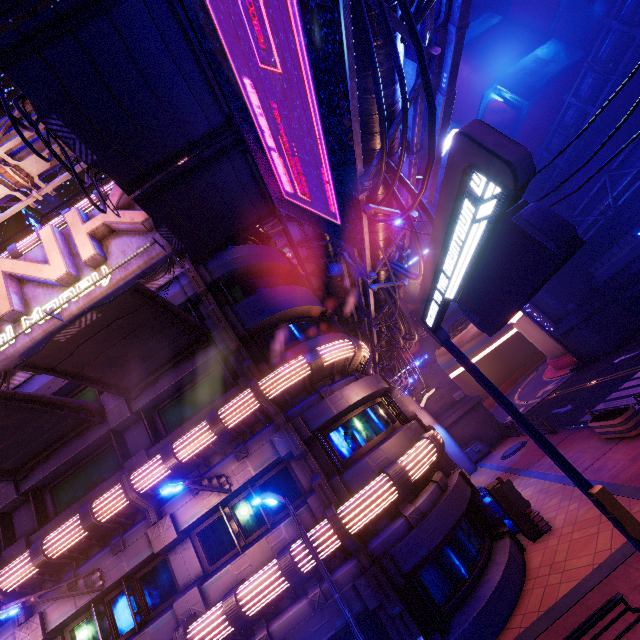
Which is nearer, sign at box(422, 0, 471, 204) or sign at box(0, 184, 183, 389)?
sign at box(422, 0, 471, 204)

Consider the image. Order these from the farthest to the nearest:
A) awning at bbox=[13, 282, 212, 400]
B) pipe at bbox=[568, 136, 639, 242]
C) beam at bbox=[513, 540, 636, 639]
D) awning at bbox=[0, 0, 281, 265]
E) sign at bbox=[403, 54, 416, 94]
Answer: pipe at bbox=[568, 136, 639, 242] < awning at bbox=[13, 282, 212, 400] < sign at bbox=[403, 54, 416, 94] < beam at bbox=[513, 540, 636, 639] < awning at bbox=[0, 0, 281, 265]

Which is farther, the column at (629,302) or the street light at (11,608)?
the column at (629,302)

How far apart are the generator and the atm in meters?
15.7

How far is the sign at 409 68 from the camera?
8.23m

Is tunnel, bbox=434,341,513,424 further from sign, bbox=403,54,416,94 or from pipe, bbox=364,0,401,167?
sign, bbox=403,54,416,94

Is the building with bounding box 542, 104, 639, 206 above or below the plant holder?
above

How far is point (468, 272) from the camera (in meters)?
4.88
